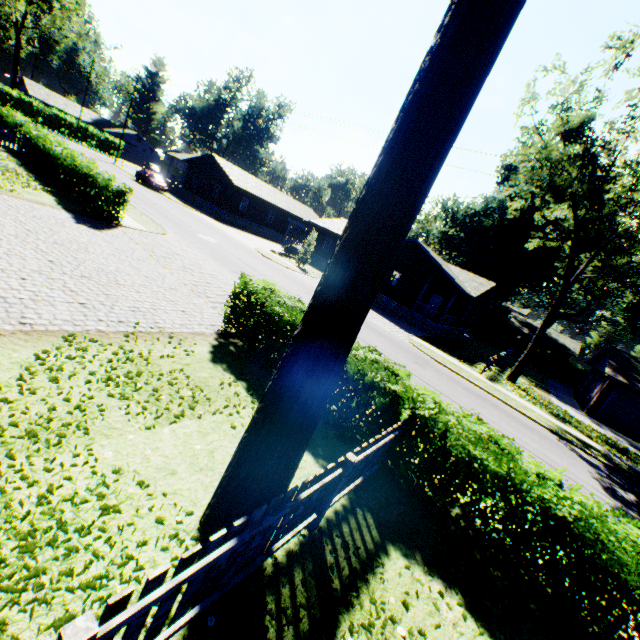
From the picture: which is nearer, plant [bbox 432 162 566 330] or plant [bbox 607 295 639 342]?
plant [bbox 432 162 566 330]

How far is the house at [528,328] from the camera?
53.53m

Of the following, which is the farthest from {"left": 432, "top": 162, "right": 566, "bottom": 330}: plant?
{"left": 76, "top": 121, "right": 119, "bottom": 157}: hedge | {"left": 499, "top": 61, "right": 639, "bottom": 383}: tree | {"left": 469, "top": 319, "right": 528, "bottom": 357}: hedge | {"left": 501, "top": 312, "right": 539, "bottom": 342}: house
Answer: A: {"left": 76, "top": 121, "right": 119, "bottom": 157}: hedge

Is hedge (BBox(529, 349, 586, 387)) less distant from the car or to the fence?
the car

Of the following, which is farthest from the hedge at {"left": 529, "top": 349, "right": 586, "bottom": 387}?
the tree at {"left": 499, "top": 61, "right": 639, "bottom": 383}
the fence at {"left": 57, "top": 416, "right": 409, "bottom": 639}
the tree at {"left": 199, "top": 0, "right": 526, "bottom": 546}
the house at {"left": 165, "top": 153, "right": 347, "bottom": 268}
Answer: the fence at {"left": 57, "top": 416, "right": 409, "bottom": 639}

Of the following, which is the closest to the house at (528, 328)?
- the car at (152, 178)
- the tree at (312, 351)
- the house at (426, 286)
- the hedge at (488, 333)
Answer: the hedge at (488, 333)

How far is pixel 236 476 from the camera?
3.51m

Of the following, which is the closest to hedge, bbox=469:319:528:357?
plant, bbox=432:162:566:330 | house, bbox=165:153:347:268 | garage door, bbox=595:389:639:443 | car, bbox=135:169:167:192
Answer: plant, bbox=432:162:566:330
